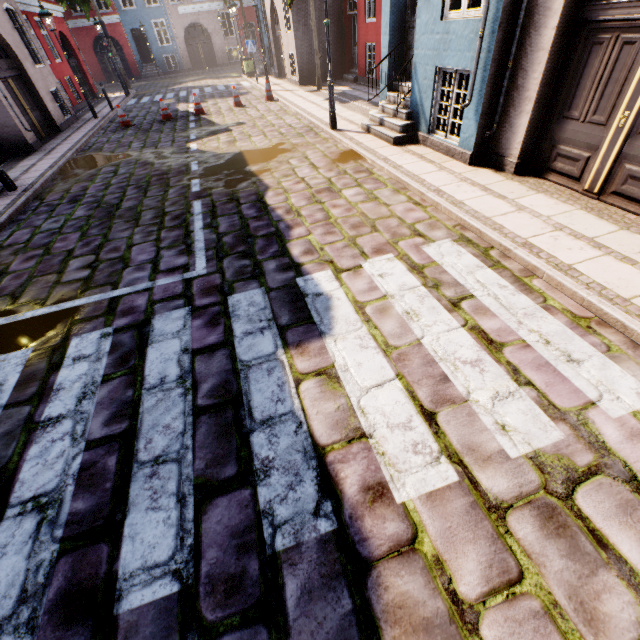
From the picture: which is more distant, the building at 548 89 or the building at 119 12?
the building at 119 12

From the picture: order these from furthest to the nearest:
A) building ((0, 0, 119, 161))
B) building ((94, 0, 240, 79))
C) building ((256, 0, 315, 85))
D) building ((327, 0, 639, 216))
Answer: building ((94, 0, 240, 79))
building ((256, 0, 315, 85))
building ((0, 0, 119, 161))
building ((327, 0, 639, 216))

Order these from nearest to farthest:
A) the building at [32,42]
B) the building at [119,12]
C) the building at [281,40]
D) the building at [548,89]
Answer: the building at [548,89] < the building at [32,42] < the building at [281,40] < the building at [119,12]

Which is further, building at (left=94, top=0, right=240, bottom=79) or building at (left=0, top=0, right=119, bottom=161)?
building at (left=94, top=0, right=240, bottom=79)

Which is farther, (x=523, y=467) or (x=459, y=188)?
(x=459, y=188)

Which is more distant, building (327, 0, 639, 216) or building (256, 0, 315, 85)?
building (256, 0, 315, 85)
